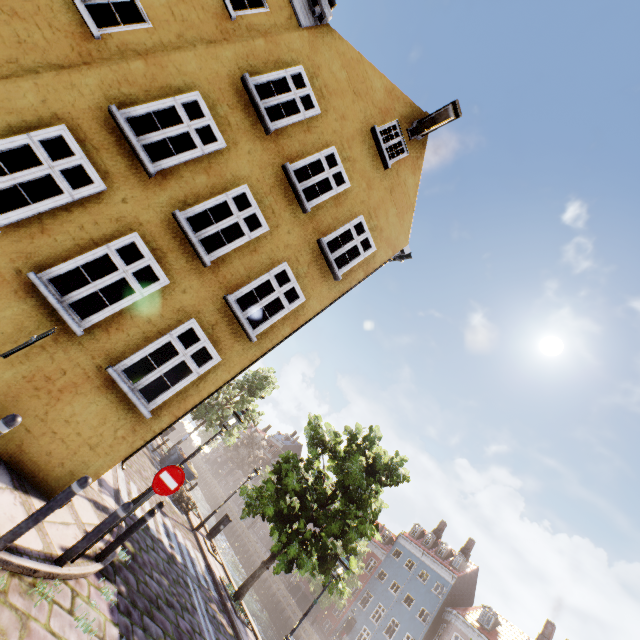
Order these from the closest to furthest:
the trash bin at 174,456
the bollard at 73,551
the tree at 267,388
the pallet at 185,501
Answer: the bollard at 73,551 < the pallet at 185,501 < the trash bin at 174,456 < the tree at 267,388

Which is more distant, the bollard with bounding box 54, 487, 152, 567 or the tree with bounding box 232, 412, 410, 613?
the tree with bounding box 232, 412, 410, 613

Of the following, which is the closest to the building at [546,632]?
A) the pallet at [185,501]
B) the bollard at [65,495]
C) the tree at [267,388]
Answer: the tree at [267,388]

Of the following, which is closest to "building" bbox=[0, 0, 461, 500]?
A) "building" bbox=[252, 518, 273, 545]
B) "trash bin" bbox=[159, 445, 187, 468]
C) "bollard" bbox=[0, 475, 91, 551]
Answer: "bollard" bbox=[0, 475, 91, 551]

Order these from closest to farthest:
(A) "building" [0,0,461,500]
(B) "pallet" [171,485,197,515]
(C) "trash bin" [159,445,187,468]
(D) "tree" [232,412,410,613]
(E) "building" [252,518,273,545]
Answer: (A) "building" [0,0,461,500] < (D) "tree" [232,412,410,613] < (B) "pallet" [171,485,197,515] < (C) "trash bin" [159,445,187,468] < (E) "building" [252,518,273,545]

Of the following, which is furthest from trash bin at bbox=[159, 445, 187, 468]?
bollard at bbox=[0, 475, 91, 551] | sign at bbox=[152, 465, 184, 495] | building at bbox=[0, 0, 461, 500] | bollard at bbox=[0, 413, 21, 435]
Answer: bollard at bbox=[0, 413, 21, 435]

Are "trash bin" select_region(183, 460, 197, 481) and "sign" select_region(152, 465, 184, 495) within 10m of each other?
no

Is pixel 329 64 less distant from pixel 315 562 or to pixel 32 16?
pixel 32 16
